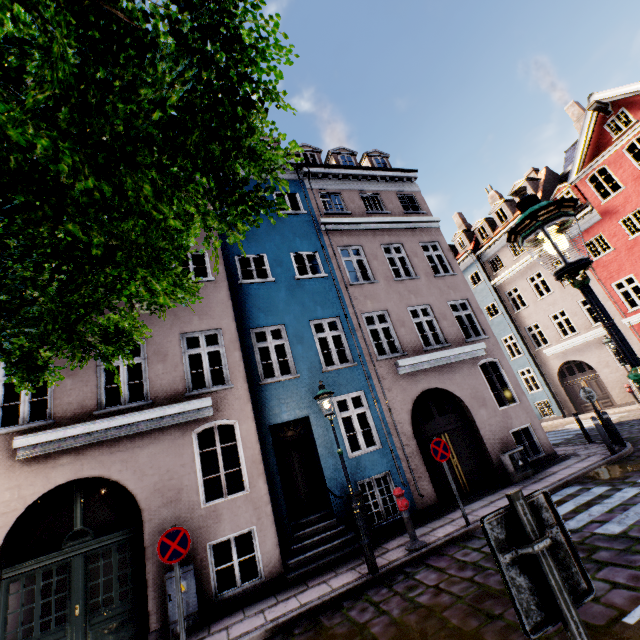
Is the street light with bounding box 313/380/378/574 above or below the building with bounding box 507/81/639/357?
below

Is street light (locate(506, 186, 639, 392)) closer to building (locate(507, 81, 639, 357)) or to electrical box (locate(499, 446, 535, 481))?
building (locate(507, 81, 639, 357))

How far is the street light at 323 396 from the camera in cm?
643

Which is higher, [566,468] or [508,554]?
[508,554]

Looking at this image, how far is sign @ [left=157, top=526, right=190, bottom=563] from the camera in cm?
563

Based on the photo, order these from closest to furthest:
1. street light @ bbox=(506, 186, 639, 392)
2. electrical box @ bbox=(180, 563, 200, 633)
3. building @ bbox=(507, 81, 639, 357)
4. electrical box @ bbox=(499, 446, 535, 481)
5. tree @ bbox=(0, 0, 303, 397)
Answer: tree @ bbox=(0, 0, 303, 397)
street light @ bbox=(506, 186, 639, 392)
electrical box @ bbox=(180, 563, 200, 633)
electrical box @ bbox=(499, 446, 535, 481)
building @ bbox=(507, 81, 639, 357)

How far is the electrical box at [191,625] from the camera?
6.32m

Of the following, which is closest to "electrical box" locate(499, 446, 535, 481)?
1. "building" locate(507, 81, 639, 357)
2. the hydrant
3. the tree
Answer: "building" locate(507, 81, 639, 357)
